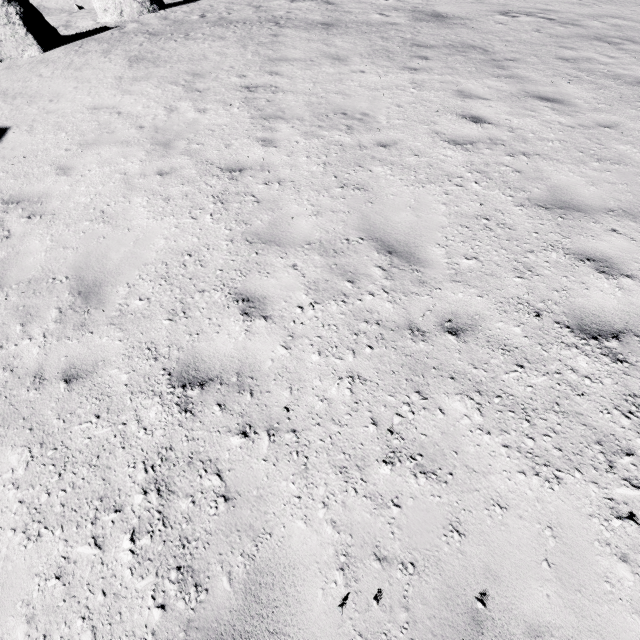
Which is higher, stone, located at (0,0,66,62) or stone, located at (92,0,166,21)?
stone, located at (92,0,166,21)

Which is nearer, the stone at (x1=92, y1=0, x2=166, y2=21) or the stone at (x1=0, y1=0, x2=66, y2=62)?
the stone at (x1=0, y1=0, x2=66, y2=62)

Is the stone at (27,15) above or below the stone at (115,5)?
below

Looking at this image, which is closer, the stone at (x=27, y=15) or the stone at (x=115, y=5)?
the stone at (x=27, y=15)

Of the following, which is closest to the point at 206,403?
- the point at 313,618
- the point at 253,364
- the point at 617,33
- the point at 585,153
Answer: the point at 253,364
